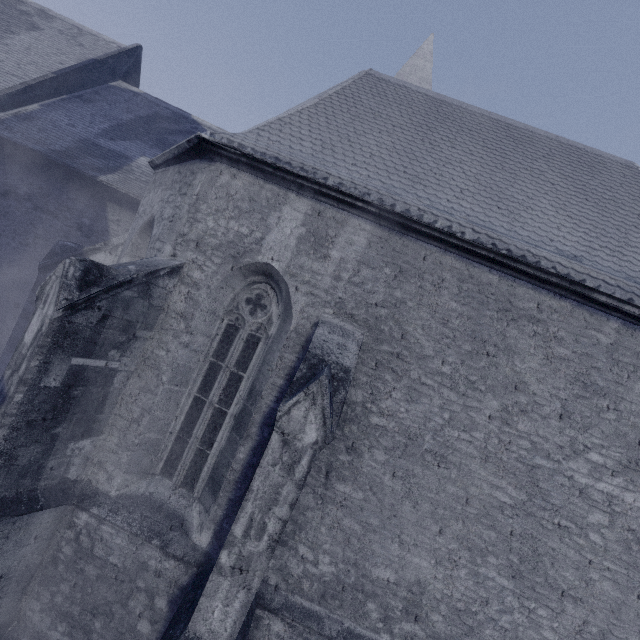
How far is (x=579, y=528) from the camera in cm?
404
